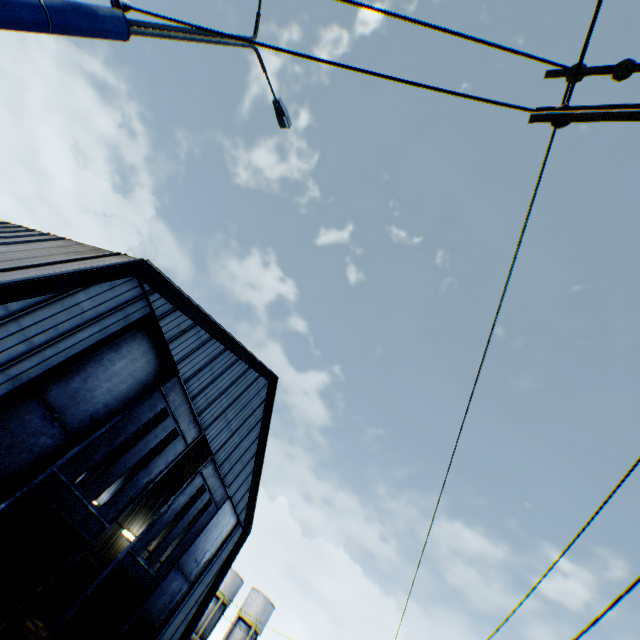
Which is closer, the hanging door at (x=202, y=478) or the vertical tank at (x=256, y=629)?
the hanging door at (x=202, y=478)

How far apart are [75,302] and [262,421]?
15.2 meters

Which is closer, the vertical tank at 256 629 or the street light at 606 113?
the street light at 606 113

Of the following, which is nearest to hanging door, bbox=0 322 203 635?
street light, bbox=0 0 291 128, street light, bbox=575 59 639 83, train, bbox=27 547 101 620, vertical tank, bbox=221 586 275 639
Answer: train, bbox=27 547 101 620

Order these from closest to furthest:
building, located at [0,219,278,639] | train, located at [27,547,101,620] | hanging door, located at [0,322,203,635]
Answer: building, located at [0,219,278,639] → hanging door, located at [0,322,203,635] → train, located at [27,547,101,620]

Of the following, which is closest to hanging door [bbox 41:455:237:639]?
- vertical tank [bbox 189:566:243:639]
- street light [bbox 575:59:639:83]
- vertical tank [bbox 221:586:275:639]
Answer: street light [bbox 575:59:639:83]

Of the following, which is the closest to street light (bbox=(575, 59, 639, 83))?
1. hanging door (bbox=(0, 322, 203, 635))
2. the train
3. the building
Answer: the building

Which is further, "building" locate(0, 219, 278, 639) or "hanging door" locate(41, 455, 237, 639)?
"hanging door" locate(41, 455, 237, 639)
